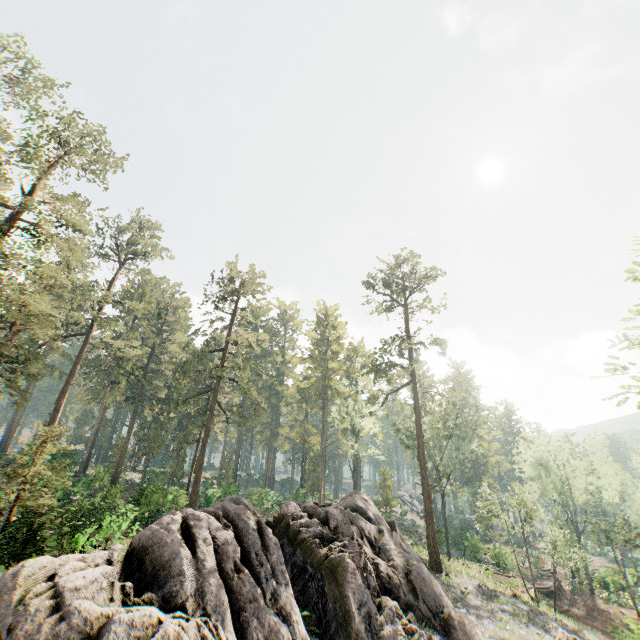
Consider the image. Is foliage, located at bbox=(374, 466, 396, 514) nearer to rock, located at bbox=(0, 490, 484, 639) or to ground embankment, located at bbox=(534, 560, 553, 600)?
rock, located at bbox=(0, 490, 484, 639)

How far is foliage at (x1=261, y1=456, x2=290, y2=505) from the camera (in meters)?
47.38

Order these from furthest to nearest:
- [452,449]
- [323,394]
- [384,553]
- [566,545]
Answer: [452,449]
[323,394]
[566,545]
[384,553]

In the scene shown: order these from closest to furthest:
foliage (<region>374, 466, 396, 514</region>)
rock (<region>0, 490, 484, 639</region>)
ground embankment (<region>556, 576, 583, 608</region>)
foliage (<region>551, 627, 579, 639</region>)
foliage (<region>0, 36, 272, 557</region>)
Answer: rock (<region>0, 490, 484, 639</region>) < foliage (<region>551, 627, 579, 639</region>) < foliage (<region>0, 36, 272, 557</region>) < ground embankment (<region>556, 576, 583, 608</region>) < foliage (<region>374, 466, 396, 514</region>)

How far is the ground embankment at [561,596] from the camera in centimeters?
3429cm

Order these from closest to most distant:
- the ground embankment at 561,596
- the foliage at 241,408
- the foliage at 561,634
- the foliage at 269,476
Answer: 1. the foliage at 561,634
2. the foliage at 241,408
3. the ground embankment at 561,596
4. the foliage at 269,476
